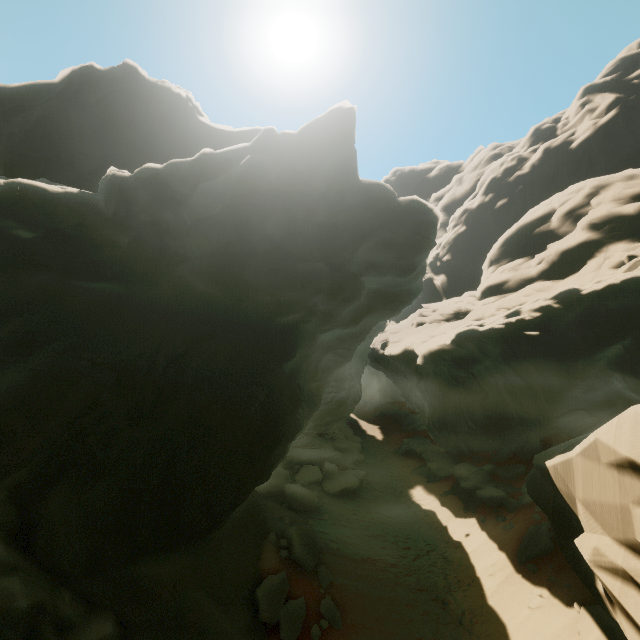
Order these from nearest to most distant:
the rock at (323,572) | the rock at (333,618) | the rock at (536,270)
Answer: the rock at (536,270) < the rock at (333,618) < the rock at (323,572)

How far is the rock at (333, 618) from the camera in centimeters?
991cm

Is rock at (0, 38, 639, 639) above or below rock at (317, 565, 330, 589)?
above

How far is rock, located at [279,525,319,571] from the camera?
11.3m

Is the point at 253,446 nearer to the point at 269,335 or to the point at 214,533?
the point at 214,533

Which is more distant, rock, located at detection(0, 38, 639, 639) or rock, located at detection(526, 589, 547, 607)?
rock, located at detection(526, 589, 547, 607)

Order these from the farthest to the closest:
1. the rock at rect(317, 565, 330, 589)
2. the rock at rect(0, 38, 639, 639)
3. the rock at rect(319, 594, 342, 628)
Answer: the rock at rect(317, 565, 330, 589) < the rock at rect(319, 594, 342, 628) < the rock at rect(0, 38, 639, 639)
